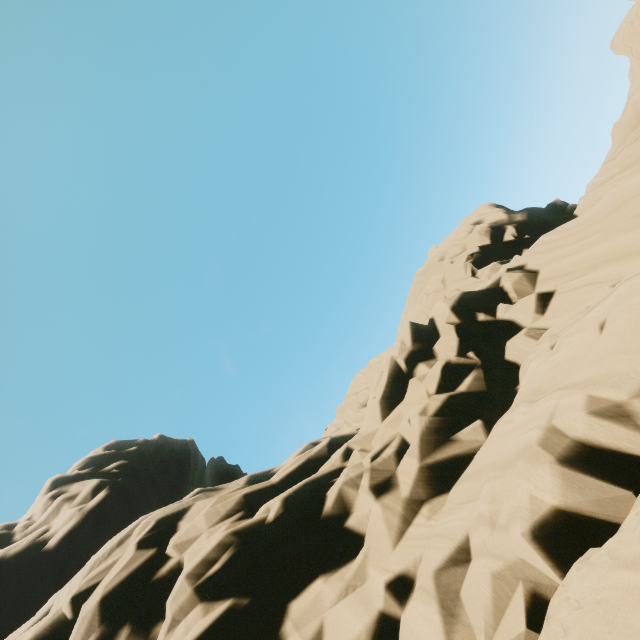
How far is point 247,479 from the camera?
13.8 meters
